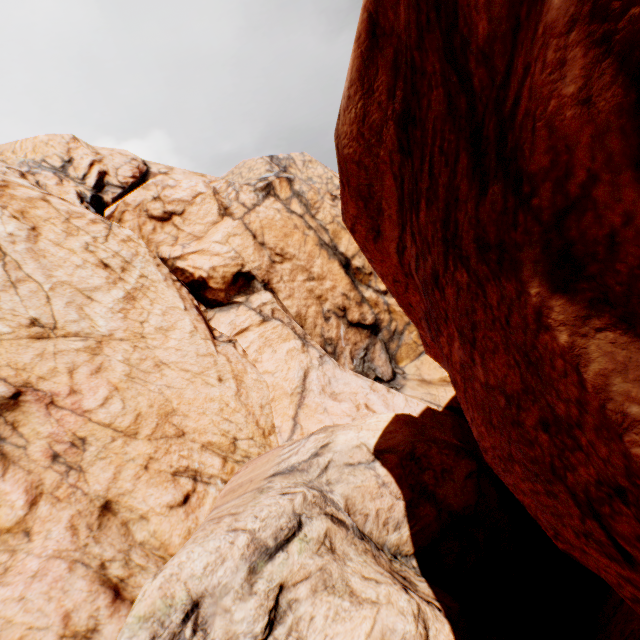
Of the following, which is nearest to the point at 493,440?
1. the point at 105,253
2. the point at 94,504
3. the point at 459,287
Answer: the point at 459,287
